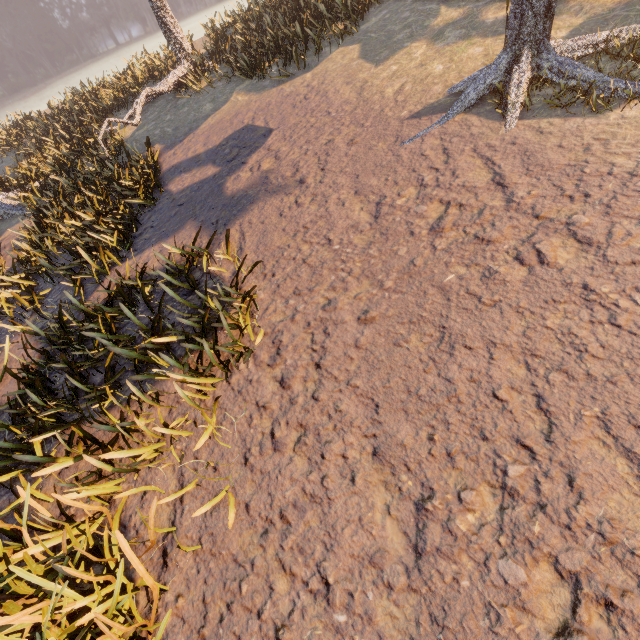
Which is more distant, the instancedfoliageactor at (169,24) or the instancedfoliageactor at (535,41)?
the instancedfoliageactor at (535,41)

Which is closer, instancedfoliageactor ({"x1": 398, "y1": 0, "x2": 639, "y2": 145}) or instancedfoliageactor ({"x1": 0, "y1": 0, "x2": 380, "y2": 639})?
instancedfoliageactor ({"x1": 0, "y1": 0, "x2": 380, "y2": 639})

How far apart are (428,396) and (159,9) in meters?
19.0
